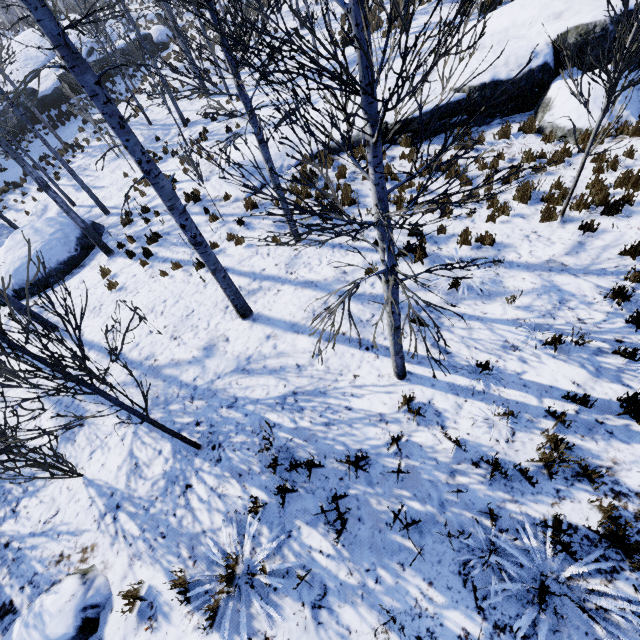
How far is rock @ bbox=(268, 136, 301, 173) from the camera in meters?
11.0 m

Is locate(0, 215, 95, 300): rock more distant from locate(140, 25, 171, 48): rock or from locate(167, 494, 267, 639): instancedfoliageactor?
locate(140, 25, 171, 48): rock

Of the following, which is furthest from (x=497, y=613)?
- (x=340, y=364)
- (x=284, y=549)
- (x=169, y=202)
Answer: (x=169, y=202)

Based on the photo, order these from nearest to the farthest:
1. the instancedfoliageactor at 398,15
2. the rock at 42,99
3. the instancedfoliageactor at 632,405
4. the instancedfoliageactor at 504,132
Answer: the instancedfoliageactor at 398,15 < the instancedfoliageactor at 632,405 < the instancedfoliageactor at 504,132 < the rock at 42,99

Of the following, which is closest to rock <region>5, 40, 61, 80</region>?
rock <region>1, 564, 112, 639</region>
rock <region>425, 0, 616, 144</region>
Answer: rock <region>425, 0, 616, 144</region>

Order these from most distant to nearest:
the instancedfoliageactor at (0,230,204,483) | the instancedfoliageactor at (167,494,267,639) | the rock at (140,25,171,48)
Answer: the rock at (140,25,171,48)
the instancedfoliageactor at (167,494,267,639)
the instancedfoliageactor at (0,230,204,483)

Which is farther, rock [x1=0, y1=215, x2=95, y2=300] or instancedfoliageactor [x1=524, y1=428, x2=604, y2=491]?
rock [x1=0, y1=215, x2=95, y2=300]

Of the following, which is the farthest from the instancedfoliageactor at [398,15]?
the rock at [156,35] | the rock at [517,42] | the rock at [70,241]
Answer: the rock at [517,42]
